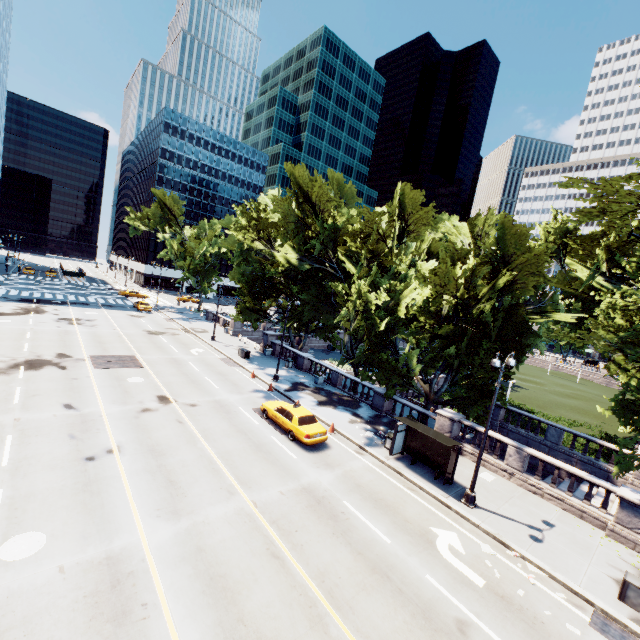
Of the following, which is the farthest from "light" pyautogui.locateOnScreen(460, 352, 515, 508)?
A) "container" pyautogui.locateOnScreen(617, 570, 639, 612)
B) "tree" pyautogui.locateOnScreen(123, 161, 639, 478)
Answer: "container" pyautogui.locateOnScreen(617, 570, 639, 612)

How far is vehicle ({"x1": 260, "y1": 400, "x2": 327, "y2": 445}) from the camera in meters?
18.0

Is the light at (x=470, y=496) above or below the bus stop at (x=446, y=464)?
below

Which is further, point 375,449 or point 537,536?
point 375,449

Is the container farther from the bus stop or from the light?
the bus stop

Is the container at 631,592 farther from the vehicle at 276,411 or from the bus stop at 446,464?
the vehicle at 276,411

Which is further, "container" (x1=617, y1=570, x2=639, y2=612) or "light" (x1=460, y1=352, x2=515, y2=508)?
"light" (x1=460, y1=352, x2=515, y2=508)

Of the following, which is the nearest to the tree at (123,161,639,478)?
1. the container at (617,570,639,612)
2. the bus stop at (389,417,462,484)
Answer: the bus stop at (389,417,462,484)
